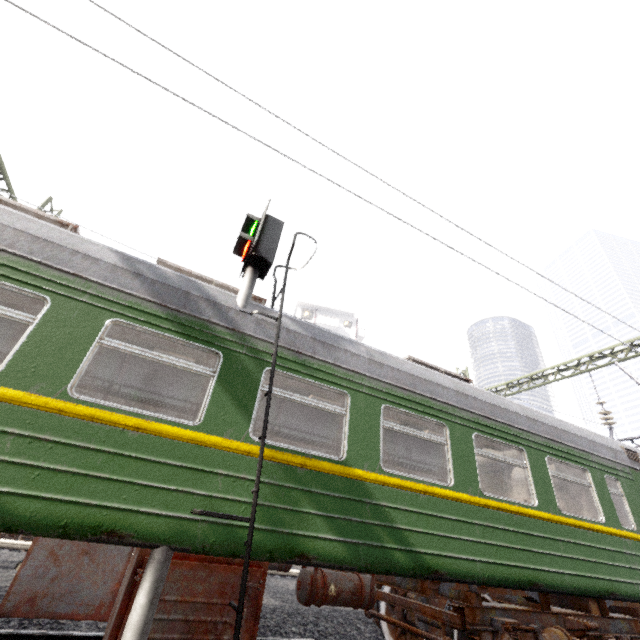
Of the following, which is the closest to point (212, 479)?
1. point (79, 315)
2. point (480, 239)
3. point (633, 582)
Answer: point (79, 315)

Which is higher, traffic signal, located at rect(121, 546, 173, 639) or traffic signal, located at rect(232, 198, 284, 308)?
traffic signal, located at rect(232, 198, 284, 308)

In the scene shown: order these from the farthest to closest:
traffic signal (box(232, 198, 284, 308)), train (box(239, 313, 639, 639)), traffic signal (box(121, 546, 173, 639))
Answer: traffic signal (box(232, 198, 284, 308)), train (box(239, 313, 639, 639)), traffic signal (box(121, 546, 173, 639))

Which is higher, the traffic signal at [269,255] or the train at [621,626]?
the traffic signal at [269,255]

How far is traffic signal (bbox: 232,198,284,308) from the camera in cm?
471

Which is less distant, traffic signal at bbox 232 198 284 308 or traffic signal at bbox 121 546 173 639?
traffic signal at bbox 121 546 173 639

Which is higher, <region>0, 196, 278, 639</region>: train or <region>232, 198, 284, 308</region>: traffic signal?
<region>232, 198, 284, 308</region>: traffic signal

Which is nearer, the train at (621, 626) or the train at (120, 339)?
the train at (120, 339)
